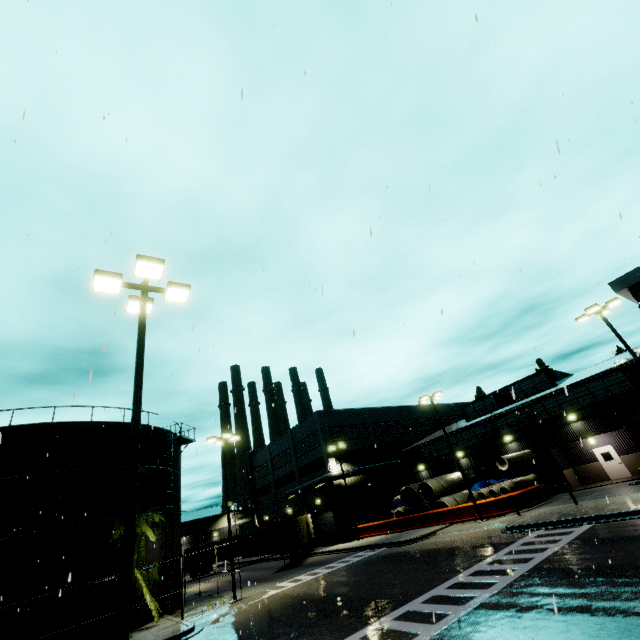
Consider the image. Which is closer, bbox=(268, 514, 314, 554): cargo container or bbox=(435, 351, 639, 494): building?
bbox=(435, 351, 639, 494): building

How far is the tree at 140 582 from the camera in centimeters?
1917cm

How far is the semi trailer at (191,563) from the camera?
42.84m

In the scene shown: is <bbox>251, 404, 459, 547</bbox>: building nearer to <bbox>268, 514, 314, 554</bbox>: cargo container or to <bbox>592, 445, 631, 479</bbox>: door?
<bbox>592, 445, 631, 479</bbox>: door

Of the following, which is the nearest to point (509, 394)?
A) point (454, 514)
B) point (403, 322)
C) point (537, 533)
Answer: point (454, 514)

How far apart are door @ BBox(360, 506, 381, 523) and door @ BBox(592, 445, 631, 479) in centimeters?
2373cm

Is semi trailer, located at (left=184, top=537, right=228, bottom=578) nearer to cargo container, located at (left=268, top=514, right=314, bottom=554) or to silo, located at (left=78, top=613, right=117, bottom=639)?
cargo container, located at (left=268, top=514, right=314, bottom=554)

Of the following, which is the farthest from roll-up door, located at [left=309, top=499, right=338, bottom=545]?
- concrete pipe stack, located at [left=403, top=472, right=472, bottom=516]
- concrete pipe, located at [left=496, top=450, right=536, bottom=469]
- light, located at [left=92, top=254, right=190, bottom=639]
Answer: light, located at [left=92, top=254, right=190, bottom=639]
